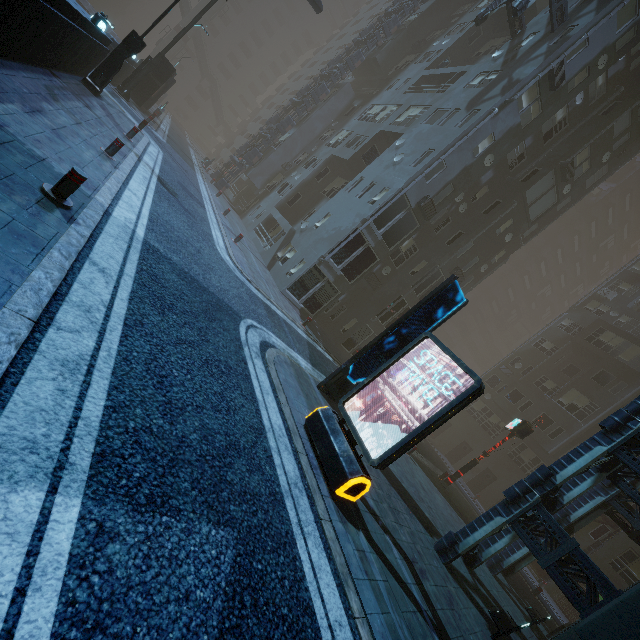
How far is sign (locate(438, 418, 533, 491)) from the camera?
16.41m

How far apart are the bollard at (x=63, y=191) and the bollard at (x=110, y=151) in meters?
4.6 m

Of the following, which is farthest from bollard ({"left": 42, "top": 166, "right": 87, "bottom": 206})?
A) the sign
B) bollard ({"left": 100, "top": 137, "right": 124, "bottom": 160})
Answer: the sign

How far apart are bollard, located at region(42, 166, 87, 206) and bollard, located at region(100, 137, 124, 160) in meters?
4.6

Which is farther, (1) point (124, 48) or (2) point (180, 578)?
(1) point (124, 48)

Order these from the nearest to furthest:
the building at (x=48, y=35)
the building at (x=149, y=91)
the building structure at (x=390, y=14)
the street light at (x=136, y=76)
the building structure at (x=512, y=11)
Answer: the building at (x=48, y=35) → the building structure at (x=512, y=11) → the street light at (x=136, y=76) → the building at (x=149, y=91) → the building structure at (x=390, y=14)

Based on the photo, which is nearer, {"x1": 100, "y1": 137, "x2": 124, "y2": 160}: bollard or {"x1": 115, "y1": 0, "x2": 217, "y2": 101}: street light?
{"x1": 100, "y1": 137, "x2": 124, "y2": 160}: bollard

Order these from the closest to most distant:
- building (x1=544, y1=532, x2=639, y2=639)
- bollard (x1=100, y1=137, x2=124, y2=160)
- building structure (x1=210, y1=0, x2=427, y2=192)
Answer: building (x1=544, y1=532, x2=639, y2=639) → bollard (x1=100, y1=137, x2=124, y2=160) → building structure (x1=210, y1=0, x2=427, y2=192)
